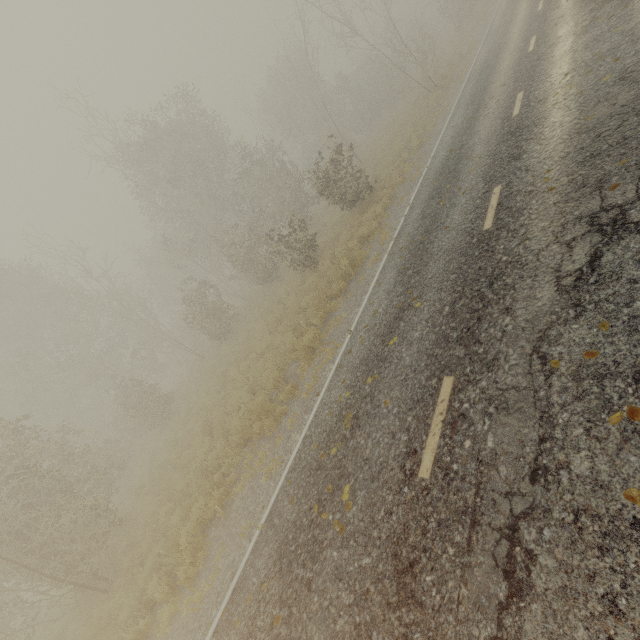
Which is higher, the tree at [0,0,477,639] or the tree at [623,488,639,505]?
the tree at [0,0,477,639]

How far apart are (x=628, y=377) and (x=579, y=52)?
9.9m

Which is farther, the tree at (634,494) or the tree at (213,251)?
the tree at (213,251)

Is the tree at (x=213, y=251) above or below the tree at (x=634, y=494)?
above

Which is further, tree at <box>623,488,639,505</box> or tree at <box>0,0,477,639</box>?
tree at <box>0,0,477,639</box>
